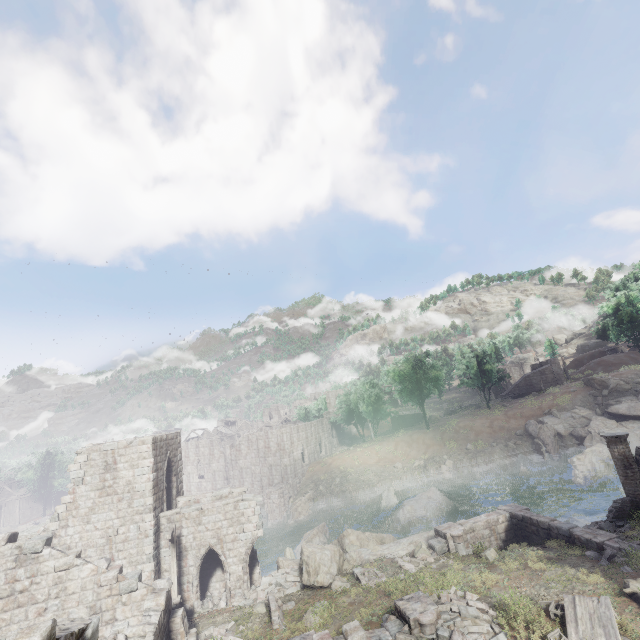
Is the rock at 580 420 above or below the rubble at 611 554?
above

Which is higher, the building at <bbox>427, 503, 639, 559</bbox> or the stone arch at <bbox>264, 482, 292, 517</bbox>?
the building at <bbox>427, 503, 639, 559</bbox>

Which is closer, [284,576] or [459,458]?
[284,576]

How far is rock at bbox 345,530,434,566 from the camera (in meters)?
19.58

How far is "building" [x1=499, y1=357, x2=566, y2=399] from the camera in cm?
5551

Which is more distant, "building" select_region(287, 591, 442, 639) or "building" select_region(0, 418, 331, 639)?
"building" select_region(0, 418, 331, 639)

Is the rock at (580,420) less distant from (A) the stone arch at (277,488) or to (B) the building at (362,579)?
(B) the building at (362,579)
